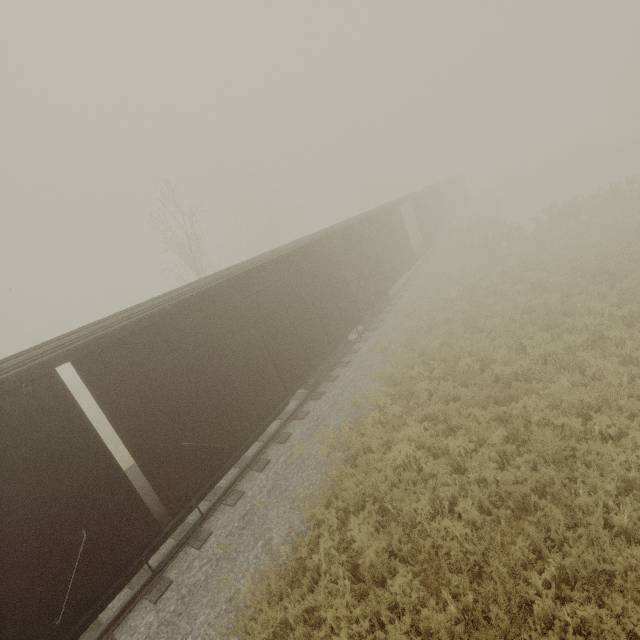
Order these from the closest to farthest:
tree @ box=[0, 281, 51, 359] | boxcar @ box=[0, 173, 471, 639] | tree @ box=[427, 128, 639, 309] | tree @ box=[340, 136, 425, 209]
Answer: boxcar @ box=[0, 173, 471, 639] → tree @ box=[427, 128, 639, 309] → tree @ box=[340, 136, 425, 209] → tree @ box=[0, 281, 51, 359]

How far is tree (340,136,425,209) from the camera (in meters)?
45.34

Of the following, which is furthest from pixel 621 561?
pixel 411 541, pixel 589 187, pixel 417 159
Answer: pixel 417 159

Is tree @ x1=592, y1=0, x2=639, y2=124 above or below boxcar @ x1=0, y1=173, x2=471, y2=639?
above

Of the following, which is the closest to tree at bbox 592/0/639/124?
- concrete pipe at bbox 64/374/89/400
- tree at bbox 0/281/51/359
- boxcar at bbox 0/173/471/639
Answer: boxcar at bbox 0/173/471/639

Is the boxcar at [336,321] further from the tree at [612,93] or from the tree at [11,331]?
the tree at [11,331]

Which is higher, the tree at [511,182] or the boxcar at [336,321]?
the boxcar at [336,321]

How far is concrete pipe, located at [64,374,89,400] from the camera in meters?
29.1 m
